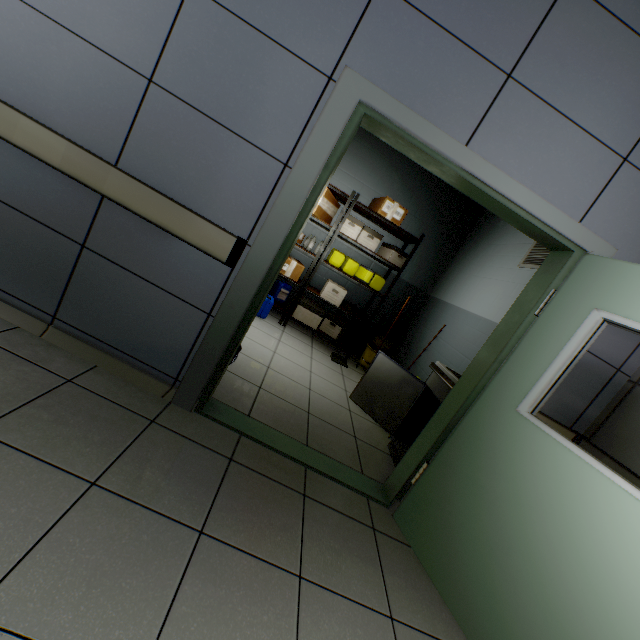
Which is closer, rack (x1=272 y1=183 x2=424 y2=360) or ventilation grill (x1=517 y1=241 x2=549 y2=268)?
ventilation grill (x1=517 y1=241 x2=549 y2=268)

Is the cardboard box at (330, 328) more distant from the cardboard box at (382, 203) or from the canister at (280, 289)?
the cardboard box at (382, 203)

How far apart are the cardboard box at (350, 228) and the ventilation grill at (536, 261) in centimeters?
197cm

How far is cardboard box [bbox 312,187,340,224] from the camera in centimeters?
452cm

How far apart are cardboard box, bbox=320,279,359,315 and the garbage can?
0.3m

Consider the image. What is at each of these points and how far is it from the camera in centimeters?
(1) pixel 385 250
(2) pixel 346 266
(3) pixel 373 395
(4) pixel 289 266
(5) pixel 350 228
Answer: (1) cardboard box, 523cm
(2) garbage can, 506cm
(3) cabinet, 336cm
(4) cardboard box, 489cm
(5) cardboard box, 489cm

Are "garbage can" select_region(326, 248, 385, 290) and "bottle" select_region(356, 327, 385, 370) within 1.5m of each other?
yes

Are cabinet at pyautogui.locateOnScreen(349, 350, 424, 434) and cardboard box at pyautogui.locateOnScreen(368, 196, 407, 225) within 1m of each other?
no
